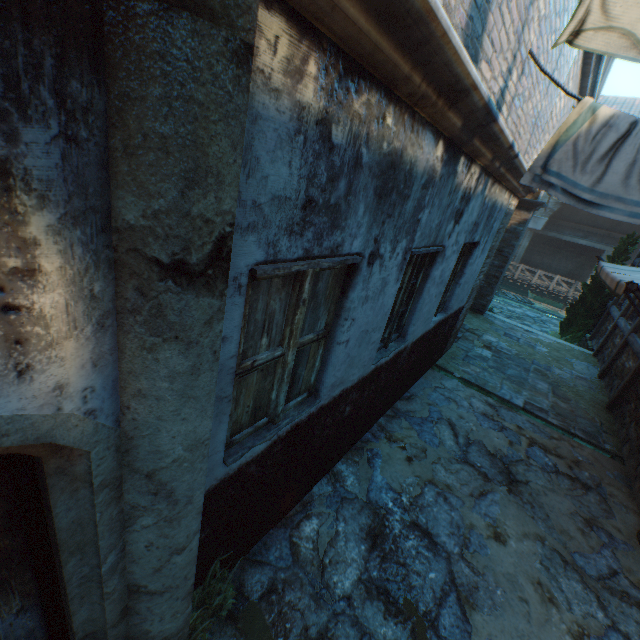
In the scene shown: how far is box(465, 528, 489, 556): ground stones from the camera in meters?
3.5

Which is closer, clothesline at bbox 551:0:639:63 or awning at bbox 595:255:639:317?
clothesline at bbox 551:0:639:63

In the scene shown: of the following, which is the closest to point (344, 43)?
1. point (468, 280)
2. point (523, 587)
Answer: point (523, 587)

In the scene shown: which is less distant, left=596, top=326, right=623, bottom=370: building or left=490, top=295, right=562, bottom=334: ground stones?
left=596, top=326, right=623, bottom=370: building

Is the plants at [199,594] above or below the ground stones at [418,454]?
above

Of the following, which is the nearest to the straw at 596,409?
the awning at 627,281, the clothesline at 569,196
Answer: the awning at 627,281

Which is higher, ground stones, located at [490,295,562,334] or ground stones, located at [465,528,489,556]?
ground stones, located at [465,528,489,556]

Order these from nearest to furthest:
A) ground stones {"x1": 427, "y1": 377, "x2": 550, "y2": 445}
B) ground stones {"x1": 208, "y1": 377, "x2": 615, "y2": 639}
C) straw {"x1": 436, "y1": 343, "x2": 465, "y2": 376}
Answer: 1. ground stones {"x1": 208, "y1": 377, "x2": 615, "y2": 639}
2. ground stones {"x1": 427, "y1": 377, "x2": 550, "y2": 445}
3. straw {"x1": 436, "y1": 343, "x2": 465, "y2": 376}
